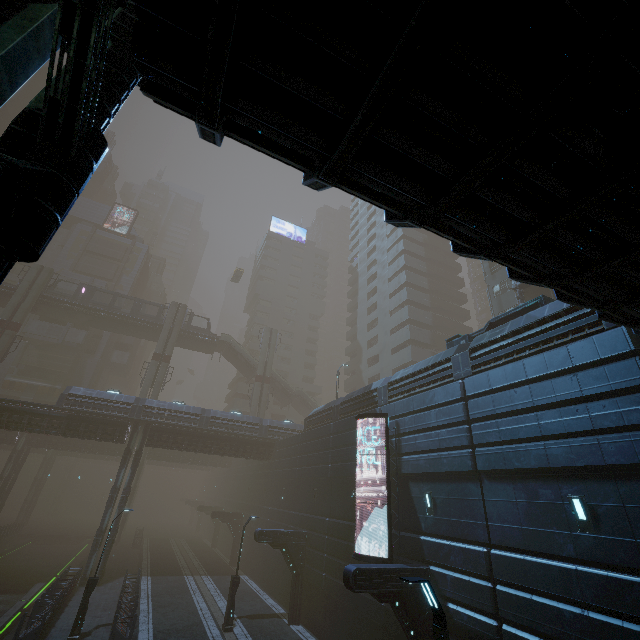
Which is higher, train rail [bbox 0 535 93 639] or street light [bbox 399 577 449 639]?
street light [bbox 399 577 449 639]

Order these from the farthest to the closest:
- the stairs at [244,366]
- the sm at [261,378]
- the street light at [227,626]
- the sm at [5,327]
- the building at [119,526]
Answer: the stairs at [244,366], the sm at [261,378], the sm at [5,327], the building at [119,526], the street light at [227,626]

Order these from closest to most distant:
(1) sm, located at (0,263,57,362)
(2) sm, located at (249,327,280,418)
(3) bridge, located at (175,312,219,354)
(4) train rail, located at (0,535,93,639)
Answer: (4) train rail, located at (0,535,93,639) → (1) sm, located at (0,263,57,362) → (2) sm, located at (249,327,280,418) → (3) bridge, located at (175,312,219,354)

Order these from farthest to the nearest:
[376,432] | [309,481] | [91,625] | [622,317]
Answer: [309,481] < [376,432] < [91,625] < [622,317]

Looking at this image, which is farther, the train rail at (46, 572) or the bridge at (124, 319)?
the bridge at (124, 319)

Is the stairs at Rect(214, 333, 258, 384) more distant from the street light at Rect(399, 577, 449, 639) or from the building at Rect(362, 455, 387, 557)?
the street light at Rect(399, 577, 449, 639)

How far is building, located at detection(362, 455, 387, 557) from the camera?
15.7m

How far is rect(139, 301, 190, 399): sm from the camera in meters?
40.3
